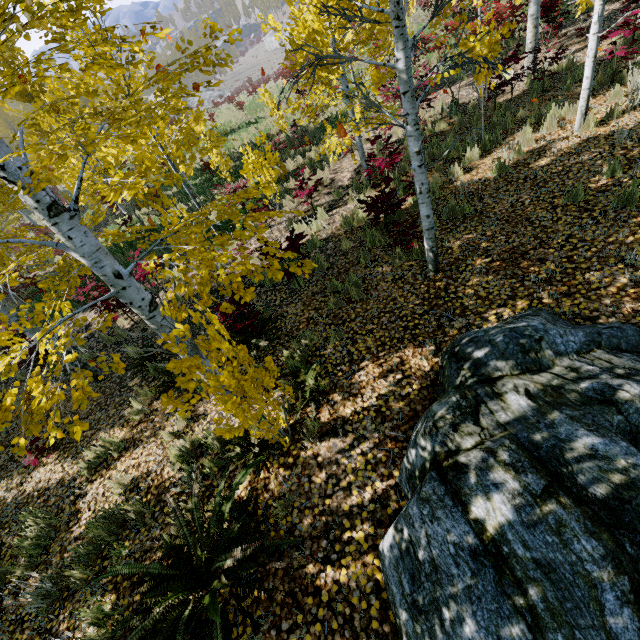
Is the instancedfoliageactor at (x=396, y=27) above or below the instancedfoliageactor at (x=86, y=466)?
above

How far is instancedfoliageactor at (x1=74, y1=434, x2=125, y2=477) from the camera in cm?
502

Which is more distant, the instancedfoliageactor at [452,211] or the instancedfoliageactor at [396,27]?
the instancedfoliageactor at [452,211]

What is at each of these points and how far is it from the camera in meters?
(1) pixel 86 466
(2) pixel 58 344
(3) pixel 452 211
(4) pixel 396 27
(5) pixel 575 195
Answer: (1) instancedfoliageactor, 5.1
(2) instancedfoliageactor, 3.6
(3) instancedfoliageactor, 6.3
(4) instancedfoliageactor, 3.2
(5) instancedfoliageactor, 5.1

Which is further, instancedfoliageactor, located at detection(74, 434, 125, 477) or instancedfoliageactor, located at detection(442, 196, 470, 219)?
instancedfoliageactor, located at detection(442, 196, 470, 219)

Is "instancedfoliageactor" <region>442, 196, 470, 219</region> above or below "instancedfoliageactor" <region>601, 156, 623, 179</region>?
below
